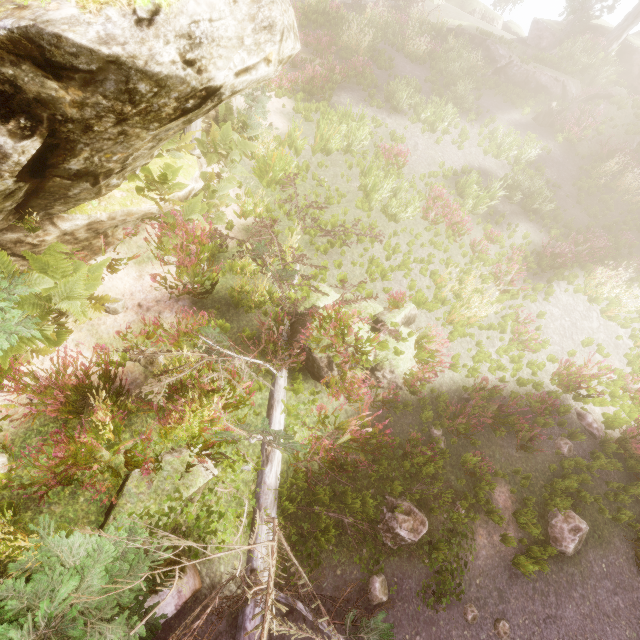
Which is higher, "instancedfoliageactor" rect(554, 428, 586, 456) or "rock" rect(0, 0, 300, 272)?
"rock" rect(0, 0, 300, 272)

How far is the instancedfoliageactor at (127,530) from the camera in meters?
3.8

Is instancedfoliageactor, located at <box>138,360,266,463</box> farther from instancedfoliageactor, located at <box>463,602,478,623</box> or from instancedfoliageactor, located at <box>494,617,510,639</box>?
instancedfoliageactor, located at <box>494,617,510,639</box>

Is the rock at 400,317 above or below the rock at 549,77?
below

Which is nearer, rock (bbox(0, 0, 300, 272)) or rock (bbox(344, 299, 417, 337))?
rock (bbox(0, 0, 300, 272))

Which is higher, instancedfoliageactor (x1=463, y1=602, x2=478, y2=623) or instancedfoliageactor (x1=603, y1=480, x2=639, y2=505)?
instancedfoliageactor (x1=603, y1=480, x2=639, y2=505)

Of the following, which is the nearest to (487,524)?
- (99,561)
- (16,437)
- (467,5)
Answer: (99,561)

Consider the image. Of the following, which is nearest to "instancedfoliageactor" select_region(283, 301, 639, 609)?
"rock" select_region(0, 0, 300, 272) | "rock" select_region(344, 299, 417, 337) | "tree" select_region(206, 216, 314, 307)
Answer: "rock" select_region(0, 0, 300, 272)
